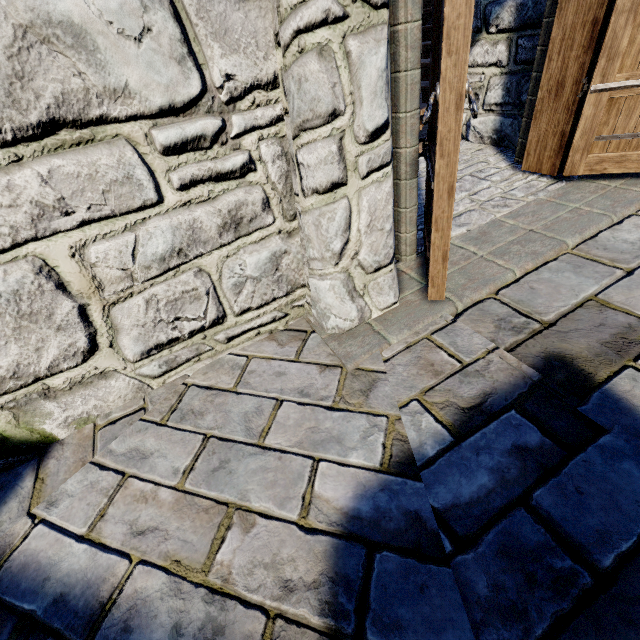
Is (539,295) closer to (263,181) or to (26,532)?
(263,181)
